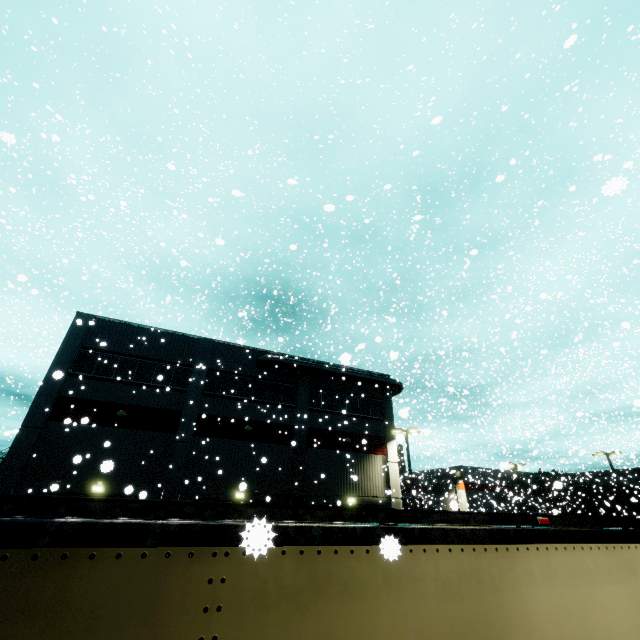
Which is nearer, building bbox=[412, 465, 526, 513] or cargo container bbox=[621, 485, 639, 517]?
cargo container bbox=[621, 485, 639, 517]

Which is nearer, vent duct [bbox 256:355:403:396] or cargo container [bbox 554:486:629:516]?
vent duct [bbox 256:355:403:396]

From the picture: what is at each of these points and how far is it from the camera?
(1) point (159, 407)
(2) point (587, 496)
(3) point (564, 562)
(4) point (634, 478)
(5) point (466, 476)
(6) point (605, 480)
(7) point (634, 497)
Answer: (1) building, 21.0m
(2) cargo container, 44.5m
(3) semi trailer, 2.8m
(4) building, 48.6m
(5) building, 50.9m
(6) building, 51.7m
(7) cargo container, 41.8m

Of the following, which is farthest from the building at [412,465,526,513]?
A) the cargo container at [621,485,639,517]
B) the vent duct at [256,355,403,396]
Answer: the cargo container at [621,485,639,517]

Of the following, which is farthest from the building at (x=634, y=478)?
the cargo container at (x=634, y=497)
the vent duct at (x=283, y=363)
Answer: the cargo container at (x=634, y=497)

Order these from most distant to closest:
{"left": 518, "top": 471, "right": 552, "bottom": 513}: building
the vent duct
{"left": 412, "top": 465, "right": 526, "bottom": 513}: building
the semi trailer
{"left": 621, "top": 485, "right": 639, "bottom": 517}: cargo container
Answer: {"left": 518, "top": 471, "right": 552, "bottom": 513}: building → {"left": 412, "top": 465, "right": 526, "bottom": 513}: building → the vent duct → {"left": 621, "top": 485, "right": 639, "bottom": 517}: cargo container → the semi trailer

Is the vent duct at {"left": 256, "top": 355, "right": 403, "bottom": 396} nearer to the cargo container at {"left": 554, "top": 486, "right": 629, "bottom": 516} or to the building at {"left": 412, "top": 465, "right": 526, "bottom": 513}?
the building at {"left": 412, "top": 465, "right": 526, "bottom": 513}

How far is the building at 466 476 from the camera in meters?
35.1 m
